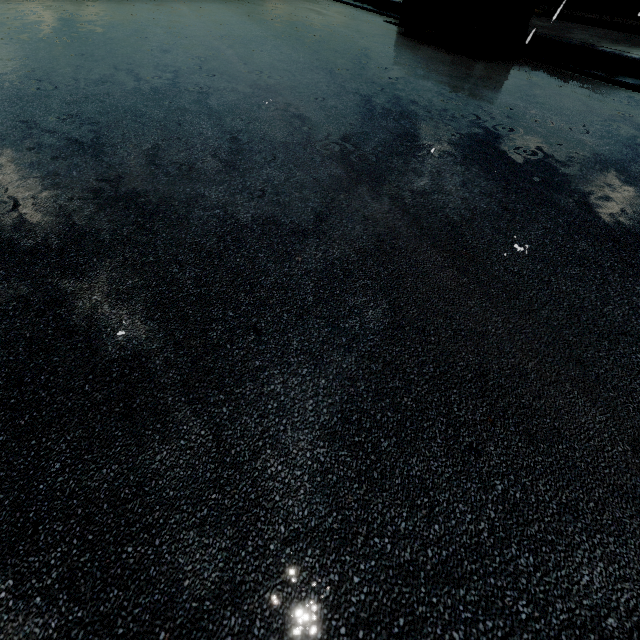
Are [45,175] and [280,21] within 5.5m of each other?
no

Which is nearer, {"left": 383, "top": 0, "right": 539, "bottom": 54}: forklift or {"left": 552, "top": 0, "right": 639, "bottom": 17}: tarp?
{"left": 383, "top": 0, "right": 539, "bottom": 54}: forklift

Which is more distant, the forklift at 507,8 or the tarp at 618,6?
the tarp at 618,6
